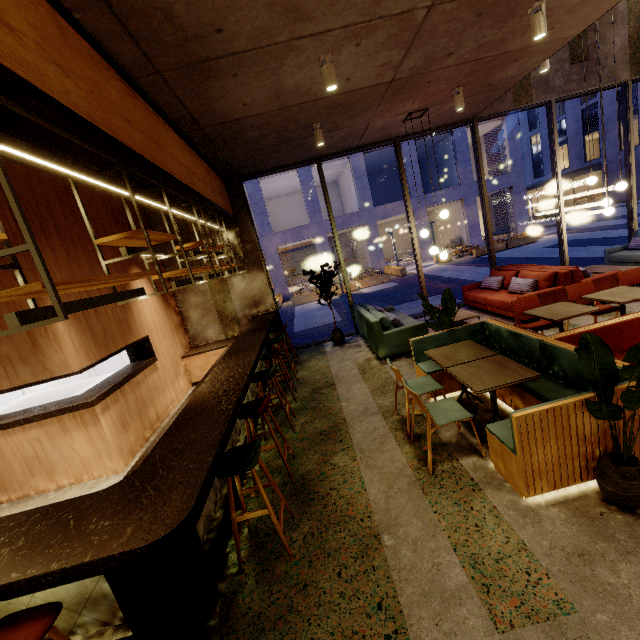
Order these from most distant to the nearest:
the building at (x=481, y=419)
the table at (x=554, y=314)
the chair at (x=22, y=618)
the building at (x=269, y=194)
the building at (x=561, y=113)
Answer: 1. the building at (x=561, y=113)
2. the building at (x=269, y=194)
3. the table at (x=554, y=314)
4. the building at (x=481, y=419)
5. the chair at (x=22, y=618)

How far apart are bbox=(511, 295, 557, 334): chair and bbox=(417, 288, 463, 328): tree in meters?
1.1

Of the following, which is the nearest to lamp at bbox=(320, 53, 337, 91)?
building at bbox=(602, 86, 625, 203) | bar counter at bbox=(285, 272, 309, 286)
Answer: bar counter at bbox=(285, 272, 309, 286)

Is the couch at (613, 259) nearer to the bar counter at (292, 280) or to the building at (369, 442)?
the building at (369, 442)

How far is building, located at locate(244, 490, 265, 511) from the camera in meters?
3.4

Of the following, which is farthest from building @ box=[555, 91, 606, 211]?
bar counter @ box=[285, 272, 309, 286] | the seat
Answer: the seat

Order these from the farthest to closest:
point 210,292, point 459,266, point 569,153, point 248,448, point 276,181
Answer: point 569,153 → point 276,181 → point 459,266 → point 210,292 → point 248,448

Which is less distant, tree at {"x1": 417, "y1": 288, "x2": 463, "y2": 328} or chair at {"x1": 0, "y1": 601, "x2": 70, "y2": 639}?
chair at {"x1": 0, "y1": 601, "x2": 70, "y2": 639}
